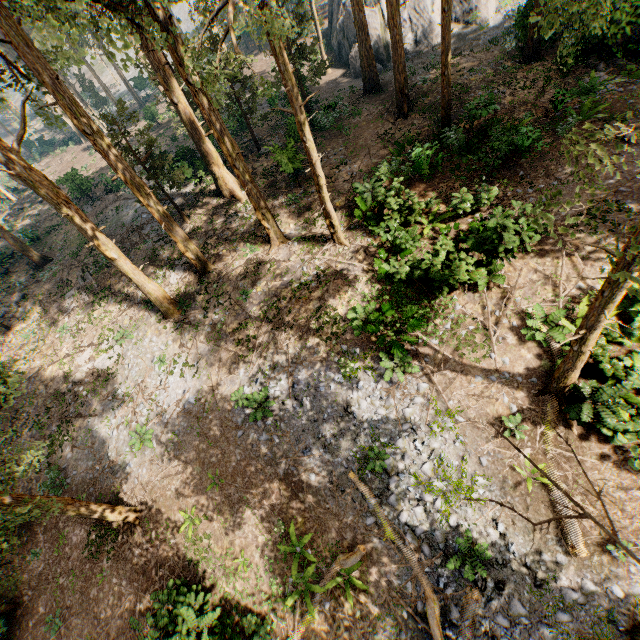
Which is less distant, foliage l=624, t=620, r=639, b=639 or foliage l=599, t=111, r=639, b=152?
foliage l=599, t=111, r=639, b=152

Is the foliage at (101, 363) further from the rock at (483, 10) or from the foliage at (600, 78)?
the rock at (483, 10)

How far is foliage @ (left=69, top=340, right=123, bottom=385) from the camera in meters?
18.8

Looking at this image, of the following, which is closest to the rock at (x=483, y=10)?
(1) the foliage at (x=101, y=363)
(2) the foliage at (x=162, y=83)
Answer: (2) the foliage at (x=162, y=83)

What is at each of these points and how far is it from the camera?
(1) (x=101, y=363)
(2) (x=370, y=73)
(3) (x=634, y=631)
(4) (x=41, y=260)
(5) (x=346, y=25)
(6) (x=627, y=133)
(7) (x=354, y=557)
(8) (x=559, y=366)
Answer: (1) foliage, 18.8 meters
(2) foliage, 23.8 meters
(3) foliage, 8.4 meters
(4) foliage, 26.3 meters
(5) rock, 31.4 meters
(6) foliage, 13.6 meters
(7) foliage, 10.8 meters
(8) foliage, 9.6 meters

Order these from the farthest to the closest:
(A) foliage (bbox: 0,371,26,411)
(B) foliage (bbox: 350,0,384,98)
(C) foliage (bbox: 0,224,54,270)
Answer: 1. (C) foliage (bbox: 0,224,54,270)
2. (B) foliage (bbox: 350,0,384,98)
3. (A) foliage (bbox: 0,371,26,411)

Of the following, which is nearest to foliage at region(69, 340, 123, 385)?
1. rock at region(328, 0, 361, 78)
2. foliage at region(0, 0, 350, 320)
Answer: foliage at region(0, 0, 350, 320)
